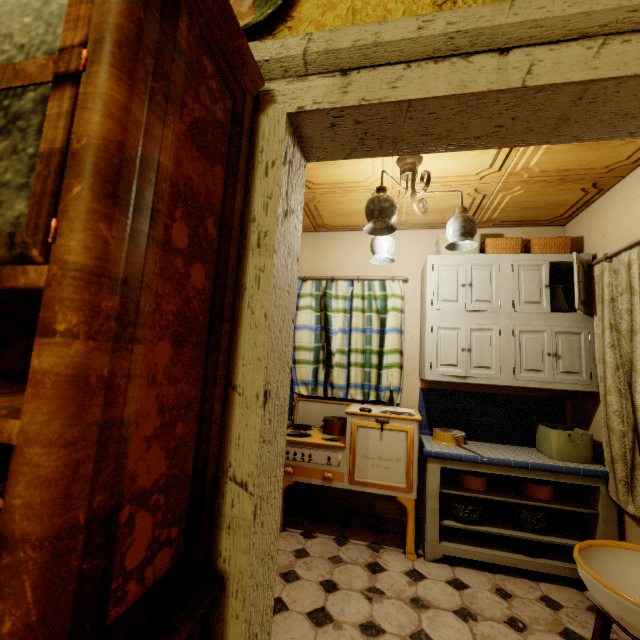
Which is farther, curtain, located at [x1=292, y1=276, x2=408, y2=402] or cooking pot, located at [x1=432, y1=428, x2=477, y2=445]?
curtain, located at [x1=292, y1=276, x2=408, y2=402]

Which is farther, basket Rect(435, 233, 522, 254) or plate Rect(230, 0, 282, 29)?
basket Rect(435, 233, 522, 254)

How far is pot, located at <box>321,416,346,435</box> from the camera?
3.0 meters

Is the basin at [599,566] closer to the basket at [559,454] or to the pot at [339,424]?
the basket at [559,454]

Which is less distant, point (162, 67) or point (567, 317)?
point (162, 67)

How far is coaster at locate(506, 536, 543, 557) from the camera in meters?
2.3

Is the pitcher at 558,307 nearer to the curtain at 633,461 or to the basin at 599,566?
the curtain at 633,461

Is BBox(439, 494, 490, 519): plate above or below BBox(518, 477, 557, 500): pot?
below
